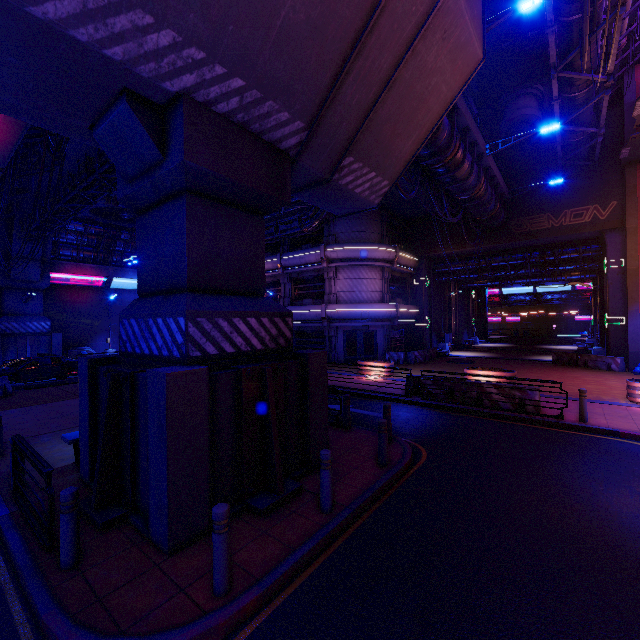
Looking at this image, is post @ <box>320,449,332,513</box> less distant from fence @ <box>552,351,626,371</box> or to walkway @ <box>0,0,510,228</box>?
walkway @ <box>0,0,510,228</box>

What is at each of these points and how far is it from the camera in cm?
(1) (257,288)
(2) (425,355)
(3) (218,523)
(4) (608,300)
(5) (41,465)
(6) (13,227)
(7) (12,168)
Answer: (1) pillar, 736
(2) fence, 2602
(3) post, 403
(4) tunnel, 2162
(5) railing, 500
(6) pillar, 2216
(7) cable, 1252

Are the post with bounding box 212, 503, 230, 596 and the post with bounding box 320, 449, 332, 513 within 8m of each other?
yes

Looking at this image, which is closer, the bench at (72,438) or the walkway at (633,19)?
the bench at (72,438)

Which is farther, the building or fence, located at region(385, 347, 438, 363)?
fence, located at region(385, 347, 438, 363)

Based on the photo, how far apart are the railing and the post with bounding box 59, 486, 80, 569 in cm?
32

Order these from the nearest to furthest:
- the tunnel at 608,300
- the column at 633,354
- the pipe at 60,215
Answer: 1. the pipe at 60,215
2. the column at 633,354
3. the tunnel at 608,300

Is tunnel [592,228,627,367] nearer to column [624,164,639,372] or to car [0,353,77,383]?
column [624,164,639,372]
